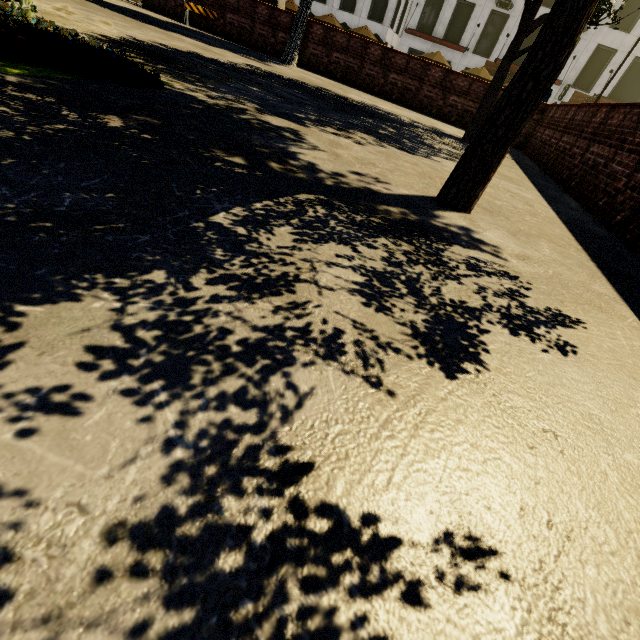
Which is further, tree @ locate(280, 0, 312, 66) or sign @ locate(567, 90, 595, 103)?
sign @ locate(567, 90, 595, 103)

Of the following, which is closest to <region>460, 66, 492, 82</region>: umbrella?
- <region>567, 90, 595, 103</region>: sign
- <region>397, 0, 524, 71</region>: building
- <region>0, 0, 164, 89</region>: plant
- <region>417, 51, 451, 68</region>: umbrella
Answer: <region>417, 51, 451, 68</region>: umbrella

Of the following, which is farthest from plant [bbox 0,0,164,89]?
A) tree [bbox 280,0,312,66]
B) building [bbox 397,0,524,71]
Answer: building [bbox 397,0,524,71]

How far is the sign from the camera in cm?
2769

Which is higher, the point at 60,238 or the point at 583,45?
the point at 583,45

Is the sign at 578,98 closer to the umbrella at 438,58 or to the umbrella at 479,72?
the umbrella at 479,72

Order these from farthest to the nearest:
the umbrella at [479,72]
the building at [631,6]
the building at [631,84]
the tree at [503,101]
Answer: the building at [631,84] < the building at [631,6] < the umbrella at [479,72] < the tree at [503,101]

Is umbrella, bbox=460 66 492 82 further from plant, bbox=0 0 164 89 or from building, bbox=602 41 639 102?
plant, bbox=0 0 164 89
